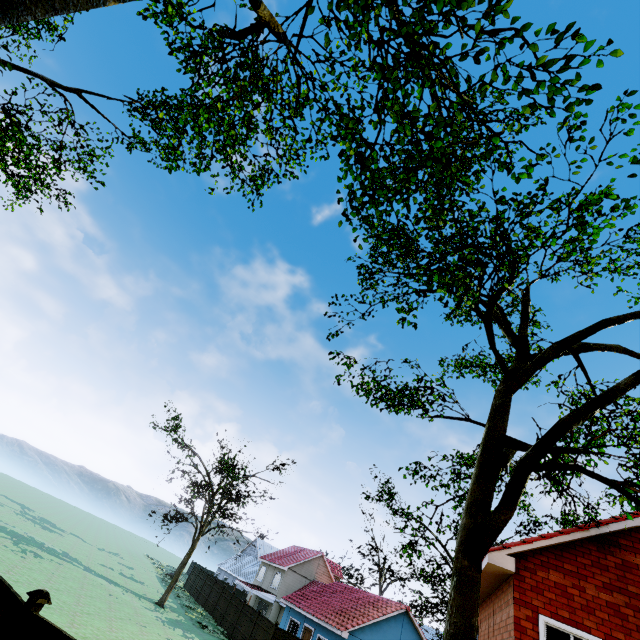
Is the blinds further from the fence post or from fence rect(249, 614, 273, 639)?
the fence post

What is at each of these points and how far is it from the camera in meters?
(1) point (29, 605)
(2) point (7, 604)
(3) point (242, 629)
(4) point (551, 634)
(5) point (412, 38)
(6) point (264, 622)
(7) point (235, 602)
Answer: (1) fence post, 5.3
(2) fence, 5.4
(3) fence, 25.2
(4) blinds, 7.4
(5) tree, 6.9
(6) fence, 23.5
(7) fence, 28.5

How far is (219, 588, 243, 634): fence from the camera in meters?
26.9

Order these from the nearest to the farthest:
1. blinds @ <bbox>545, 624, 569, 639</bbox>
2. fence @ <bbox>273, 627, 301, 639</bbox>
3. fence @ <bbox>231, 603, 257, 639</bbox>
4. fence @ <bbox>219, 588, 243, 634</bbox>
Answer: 1. blinds @ <bbox>545, 624, 569, 639</bbox>
2. fence @ <bbox>273, 627, 301, 639</bbox>
3. fence @ <bbox>231, 603, 257, 639</bbox>
4. fence @ <bbox>219, 588, 243, 634</bbox>

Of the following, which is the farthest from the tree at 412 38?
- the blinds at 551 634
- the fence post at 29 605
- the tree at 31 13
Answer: the fence post at 29 605

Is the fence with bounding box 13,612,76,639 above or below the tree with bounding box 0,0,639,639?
below

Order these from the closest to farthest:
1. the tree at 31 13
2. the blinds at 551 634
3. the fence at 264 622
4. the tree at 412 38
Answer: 1. the tree at 31 13
2. the tree at 412 38
3. the blinds at 551 634
4. the fence at 264 622
